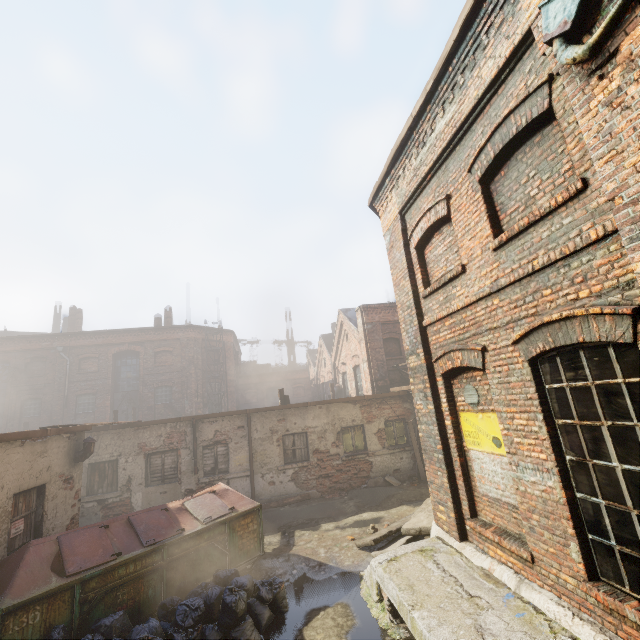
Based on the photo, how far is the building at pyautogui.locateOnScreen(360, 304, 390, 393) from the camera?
16.23m

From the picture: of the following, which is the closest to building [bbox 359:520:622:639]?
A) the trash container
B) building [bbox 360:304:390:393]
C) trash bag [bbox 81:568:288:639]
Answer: trash bag [bbox 81:568:288:639]

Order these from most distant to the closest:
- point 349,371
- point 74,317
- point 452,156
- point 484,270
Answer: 1. point 74,317
2. point 349,371
3. point 452,156
4. point 484,270

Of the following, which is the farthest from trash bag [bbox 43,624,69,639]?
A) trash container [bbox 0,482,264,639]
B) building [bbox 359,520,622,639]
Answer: building [bbox 359,520,622,639]

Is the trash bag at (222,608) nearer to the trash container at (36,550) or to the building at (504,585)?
the trash container at (36,550)

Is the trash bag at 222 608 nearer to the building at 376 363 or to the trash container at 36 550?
the trash container at 36 550

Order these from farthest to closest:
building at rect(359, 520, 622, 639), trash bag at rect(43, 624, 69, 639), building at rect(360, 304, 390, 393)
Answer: building at rect(360, 304, 390, 393) < trash bag at rect(43, 624, 69, 639) < building at rect(359, 520, 622, 639)

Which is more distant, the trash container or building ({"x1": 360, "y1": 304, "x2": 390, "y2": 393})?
building ({"x1": 360, "y1": 304, "x2": 390, "y2": 393})
